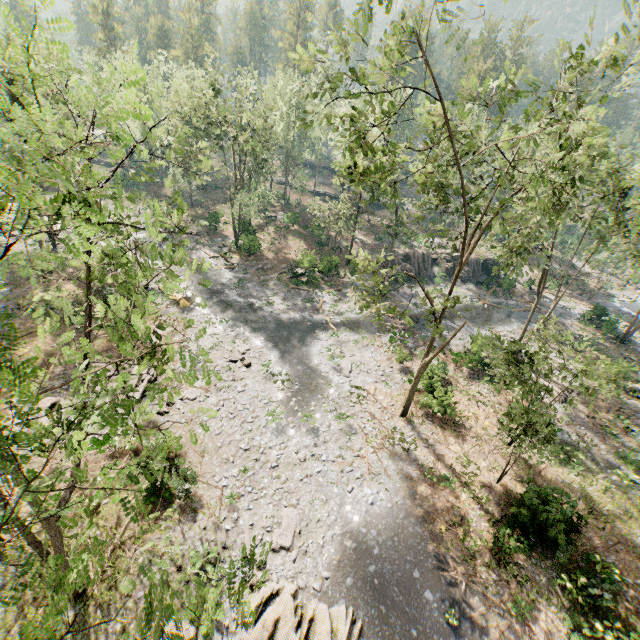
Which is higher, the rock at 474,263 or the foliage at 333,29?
the foliage at 333,29

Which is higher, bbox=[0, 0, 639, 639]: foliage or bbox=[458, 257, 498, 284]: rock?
bbox=[0, 0, 639, 639]: foliage

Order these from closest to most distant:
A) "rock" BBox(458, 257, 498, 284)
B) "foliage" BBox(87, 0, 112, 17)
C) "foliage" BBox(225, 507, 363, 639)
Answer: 1. "foliage" BBox(225, 507, 363, 639)
2. "rock" BBox(458, 257, 498, 284)
3. "foliage" BBox(87, 0, 112, 17)

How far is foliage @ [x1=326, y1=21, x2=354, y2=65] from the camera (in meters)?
10.43

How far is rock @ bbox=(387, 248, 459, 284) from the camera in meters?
41.5

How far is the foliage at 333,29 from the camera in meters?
10.4 m

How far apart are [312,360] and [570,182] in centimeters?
1941cm
